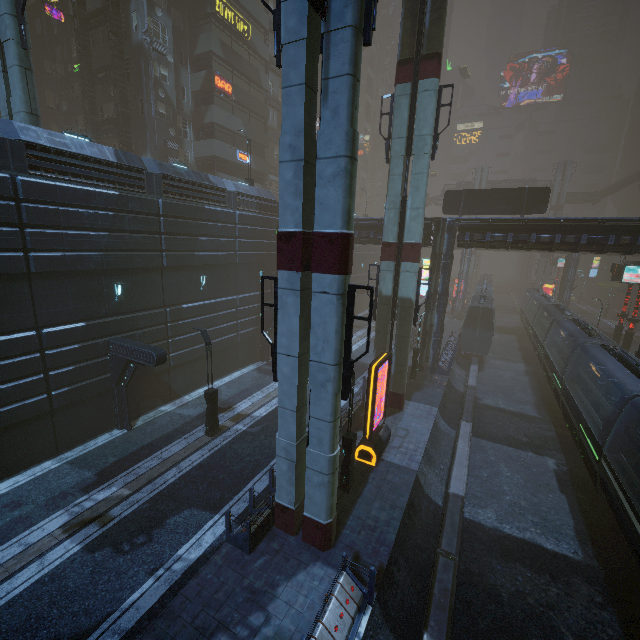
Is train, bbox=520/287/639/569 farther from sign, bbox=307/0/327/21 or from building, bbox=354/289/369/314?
sign, bbox=307/0/327/21

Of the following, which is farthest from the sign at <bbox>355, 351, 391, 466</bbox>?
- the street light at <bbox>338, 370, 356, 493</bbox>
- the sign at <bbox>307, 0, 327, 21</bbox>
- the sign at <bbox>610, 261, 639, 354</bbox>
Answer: the sign at <bbox>610, 261, 639, 354</bbox>

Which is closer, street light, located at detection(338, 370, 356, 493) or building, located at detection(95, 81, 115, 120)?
street light, located at detection(338, 370, 356, 493)

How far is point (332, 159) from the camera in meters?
7.9 m

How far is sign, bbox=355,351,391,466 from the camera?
14.0 meters

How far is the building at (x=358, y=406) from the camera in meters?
18.2 m

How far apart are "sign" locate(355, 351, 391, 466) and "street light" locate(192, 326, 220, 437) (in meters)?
7.46

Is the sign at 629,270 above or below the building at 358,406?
above
